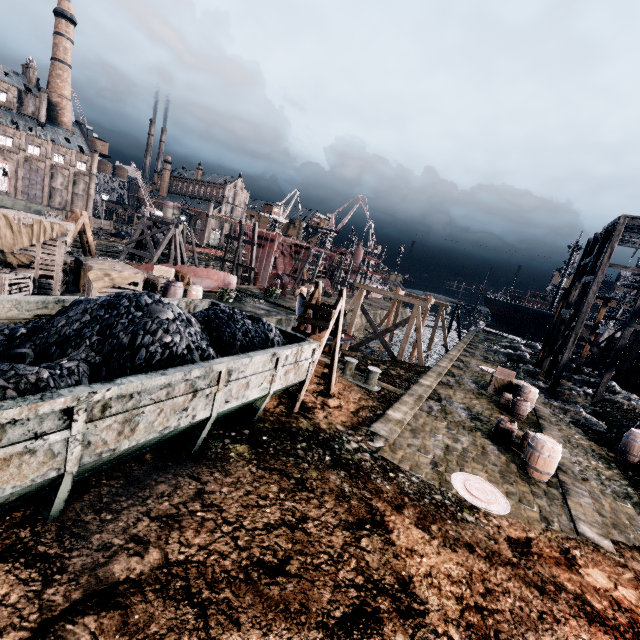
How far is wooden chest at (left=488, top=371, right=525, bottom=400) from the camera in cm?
1897

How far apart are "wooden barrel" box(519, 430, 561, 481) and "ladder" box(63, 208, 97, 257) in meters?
25.1

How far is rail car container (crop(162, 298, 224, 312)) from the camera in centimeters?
1102cm

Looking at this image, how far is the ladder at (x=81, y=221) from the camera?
19.4 meters

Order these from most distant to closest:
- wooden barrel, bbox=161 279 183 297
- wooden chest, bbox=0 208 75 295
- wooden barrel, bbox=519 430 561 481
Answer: wooden barrel, bbox=161 279 183 297 < wooden chest, bbox=0 208 75 295 < wooden barrel, bbox=519 430 561 481

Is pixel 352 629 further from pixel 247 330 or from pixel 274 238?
pixel 274 238

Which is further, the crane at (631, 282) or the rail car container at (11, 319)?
the crane at (631, 282)

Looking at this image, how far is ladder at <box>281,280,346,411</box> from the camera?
10.63m
